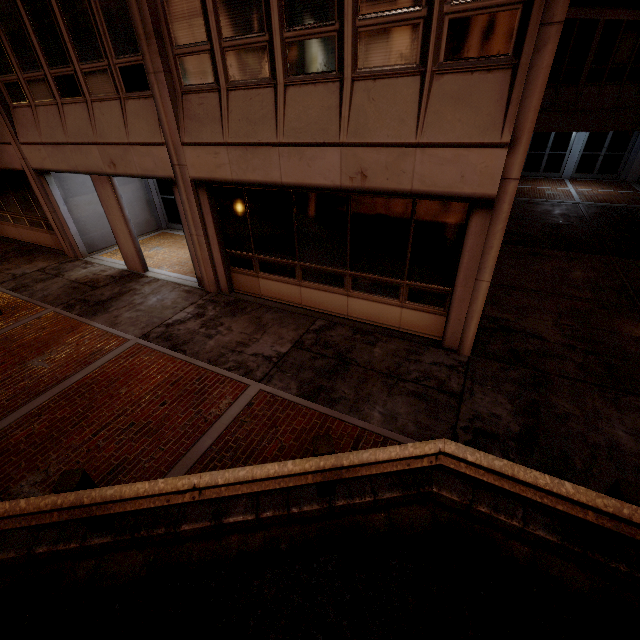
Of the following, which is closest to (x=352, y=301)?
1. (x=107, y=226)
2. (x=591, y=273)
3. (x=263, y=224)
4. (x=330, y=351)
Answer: (x=330, y=351)
